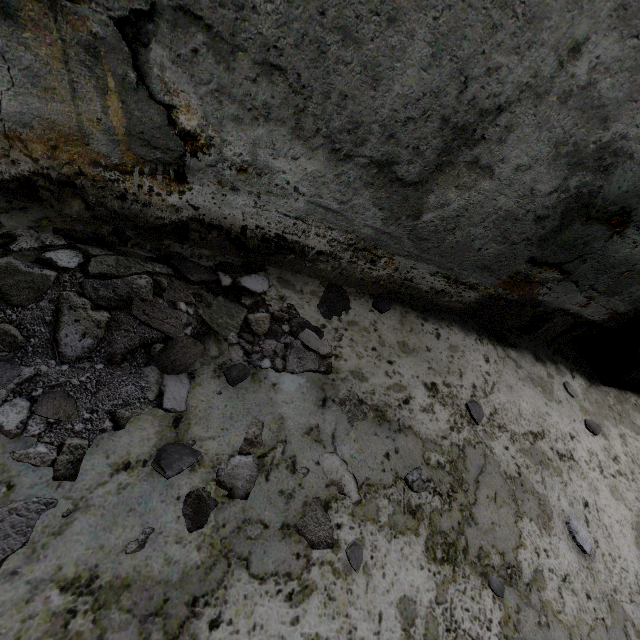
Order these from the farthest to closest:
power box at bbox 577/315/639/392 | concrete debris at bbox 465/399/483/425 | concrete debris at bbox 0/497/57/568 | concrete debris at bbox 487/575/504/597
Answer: power box at bbox 577/315/639/392
concrete debris at bbox 465/399/483/425
concrete debris at bbox 487/575/504/597
concrete debris at bbox 0/497/57/568

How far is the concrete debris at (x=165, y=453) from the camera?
1.43m

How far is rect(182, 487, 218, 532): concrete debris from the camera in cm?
137

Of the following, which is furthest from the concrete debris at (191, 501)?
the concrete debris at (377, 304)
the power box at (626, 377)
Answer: the power box at (626, 377)

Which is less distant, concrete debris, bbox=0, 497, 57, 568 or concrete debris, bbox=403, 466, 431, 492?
concrete debris, bbox=0, 497, 57, 568

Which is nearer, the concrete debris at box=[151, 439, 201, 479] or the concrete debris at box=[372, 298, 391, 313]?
the concrete debris at box=[151, 439, 201, 479]

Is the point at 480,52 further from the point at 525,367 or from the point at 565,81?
the point at 525,367

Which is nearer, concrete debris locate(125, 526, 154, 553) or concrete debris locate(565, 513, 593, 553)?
concrete debris locate(125, 526, 154, 553)
